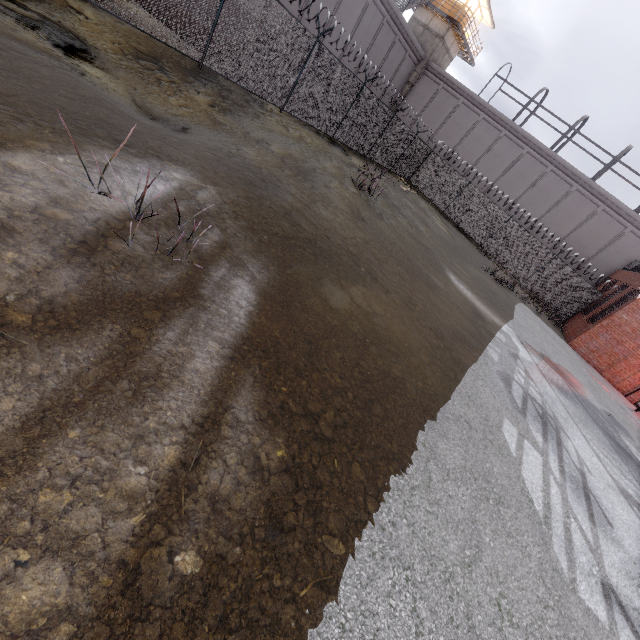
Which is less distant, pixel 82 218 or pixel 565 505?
pixel 82 218

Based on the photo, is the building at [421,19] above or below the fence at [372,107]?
above

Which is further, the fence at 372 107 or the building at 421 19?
the building at 421 19

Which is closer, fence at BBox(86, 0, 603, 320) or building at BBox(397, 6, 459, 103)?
fence at BBox(86, 0, 603, 320)

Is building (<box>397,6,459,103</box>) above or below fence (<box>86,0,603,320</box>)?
above

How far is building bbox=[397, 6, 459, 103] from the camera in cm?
2881
